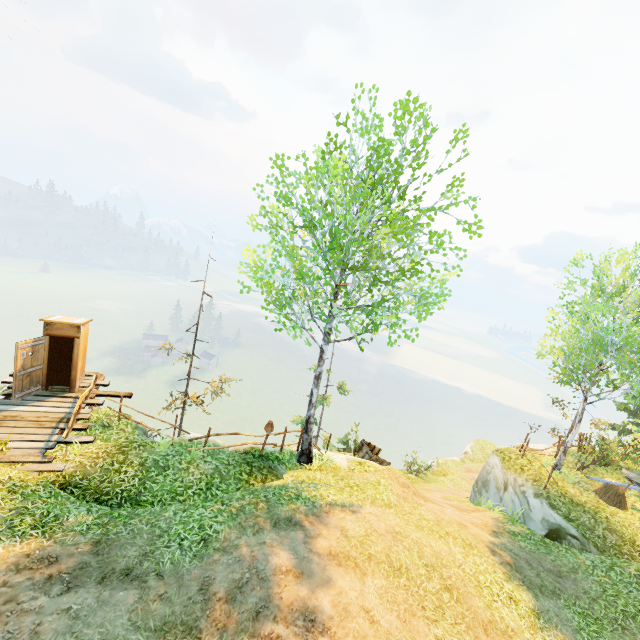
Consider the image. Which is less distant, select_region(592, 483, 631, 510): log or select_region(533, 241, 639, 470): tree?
select_region(533, 241, 639, 470): tree

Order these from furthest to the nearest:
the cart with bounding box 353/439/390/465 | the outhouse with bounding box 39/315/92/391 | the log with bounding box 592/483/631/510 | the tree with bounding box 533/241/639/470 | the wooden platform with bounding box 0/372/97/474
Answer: the cart with bounding box 353/439/390/465 < the log with bounding box 592/483/631/510 < the tree with bounding box 533/241/639/470 < the outhouse with bounding box 39/315/92/391 < the wooden platform with bounding box 0/372/97/474

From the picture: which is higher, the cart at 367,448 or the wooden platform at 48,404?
the wooden platform at 48,404

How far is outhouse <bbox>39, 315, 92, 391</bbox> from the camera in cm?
1126

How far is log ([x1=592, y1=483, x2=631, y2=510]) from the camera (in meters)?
13.51

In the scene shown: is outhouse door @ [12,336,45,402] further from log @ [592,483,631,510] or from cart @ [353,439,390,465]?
log @ [592,483,631,510]

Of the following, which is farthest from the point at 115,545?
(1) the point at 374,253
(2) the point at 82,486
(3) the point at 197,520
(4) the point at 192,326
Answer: (1) the point at 374,253

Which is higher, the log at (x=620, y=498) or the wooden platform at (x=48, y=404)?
the log at (x=620, y=498)
